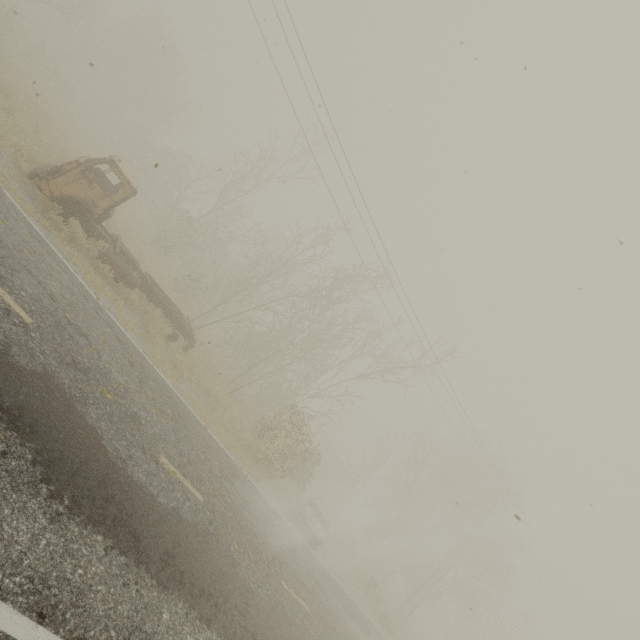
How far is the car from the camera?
13.8m

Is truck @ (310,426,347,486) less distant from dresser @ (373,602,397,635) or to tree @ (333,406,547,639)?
tree @ (333,406,547,639)

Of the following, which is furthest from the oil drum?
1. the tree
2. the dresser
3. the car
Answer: the tree

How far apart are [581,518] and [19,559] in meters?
22.3

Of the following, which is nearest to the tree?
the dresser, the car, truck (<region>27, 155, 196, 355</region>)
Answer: the dresser

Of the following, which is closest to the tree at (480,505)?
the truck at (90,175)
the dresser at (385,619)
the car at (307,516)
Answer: the dresser at (385,619)

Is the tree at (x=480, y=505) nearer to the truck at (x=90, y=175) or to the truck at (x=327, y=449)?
the truck at (x=327, y=449)

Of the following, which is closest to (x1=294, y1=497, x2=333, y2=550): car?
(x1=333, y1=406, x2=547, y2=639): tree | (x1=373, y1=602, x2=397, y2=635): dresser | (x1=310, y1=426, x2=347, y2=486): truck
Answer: (x1=373, y1=602, x2=397, y2=635): dresser
